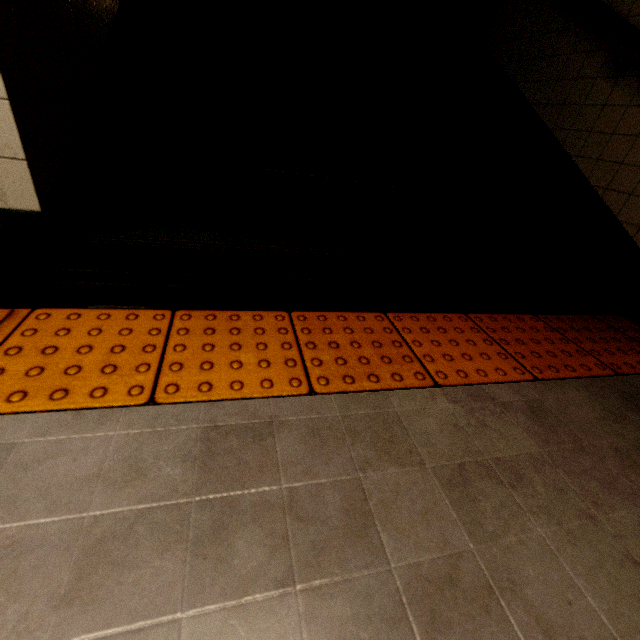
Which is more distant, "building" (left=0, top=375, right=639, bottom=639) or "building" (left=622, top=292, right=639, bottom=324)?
"building" (left=622, top=292, right=639, bottom=324)

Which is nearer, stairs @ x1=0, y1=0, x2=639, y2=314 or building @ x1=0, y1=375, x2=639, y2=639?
building @ x1=0, y1=375, x2=639, y2=639

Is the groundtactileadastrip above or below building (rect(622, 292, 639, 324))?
below

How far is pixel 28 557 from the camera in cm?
57

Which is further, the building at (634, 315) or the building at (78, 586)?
the building at (634, 315)

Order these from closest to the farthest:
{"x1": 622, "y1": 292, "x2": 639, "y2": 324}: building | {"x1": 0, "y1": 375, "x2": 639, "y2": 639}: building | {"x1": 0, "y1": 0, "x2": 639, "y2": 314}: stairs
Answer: {"x1": 0, "y1": 375, "x2": 639, "y2": 639}: building → {"x1": 0, "y1": 0, "x2": 639, "y2": 314}: stairs → {"x1": 622, "y1": 292, "x2": 639, "y2": 324}: building

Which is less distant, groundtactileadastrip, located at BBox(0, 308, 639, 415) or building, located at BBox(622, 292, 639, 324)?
groundtactileadastrip, located at BBox(0, 308, 639, 415)
